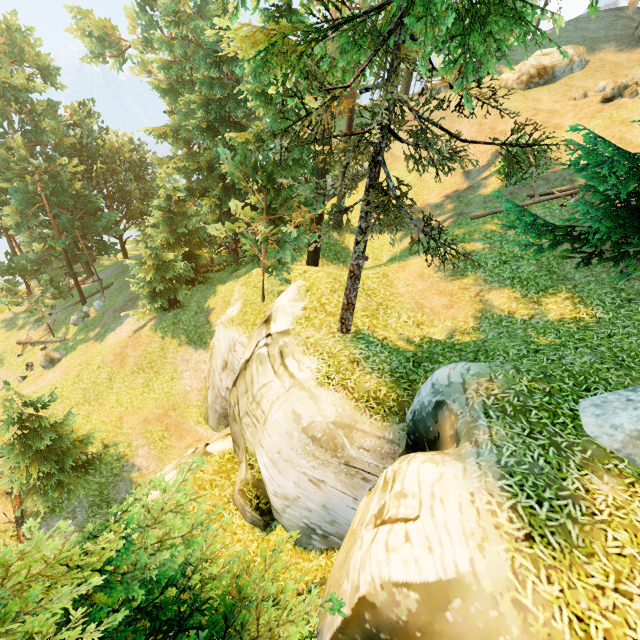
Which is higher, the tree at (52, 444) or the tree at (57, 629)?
the tree at (57, 629)

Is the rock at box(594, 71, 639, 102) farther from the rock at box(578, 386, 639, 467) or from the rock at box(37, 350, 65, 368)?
the rock at box(37, 350, 65, 368)

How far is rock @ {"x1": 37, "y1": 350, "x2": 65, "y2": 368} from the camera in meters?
25.5

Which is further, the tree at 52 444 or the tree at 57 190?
the tree at 52 444

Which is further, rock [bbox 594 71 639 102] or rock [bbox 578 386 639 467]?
rock [bbox 594 71 639 102]

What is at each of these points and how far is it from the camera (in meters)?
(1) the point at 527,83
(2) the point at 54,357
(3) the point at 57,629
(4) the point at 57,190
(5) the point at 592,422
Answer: (1) rock, 24.06
(2) rock, 25.86
(3) tree, 2.45
(4) tree, 26.84
(5) rock, 5.17

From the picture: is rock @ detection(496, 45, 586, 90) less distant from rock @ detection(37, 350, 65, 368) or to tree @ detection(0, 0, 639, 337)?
tree @ detection(0, 0, 639, 337)

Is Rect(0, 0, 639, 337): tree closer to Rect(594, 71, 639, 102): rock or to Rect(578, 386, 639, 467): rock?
Rect(578, 386, 639, 467): rock
